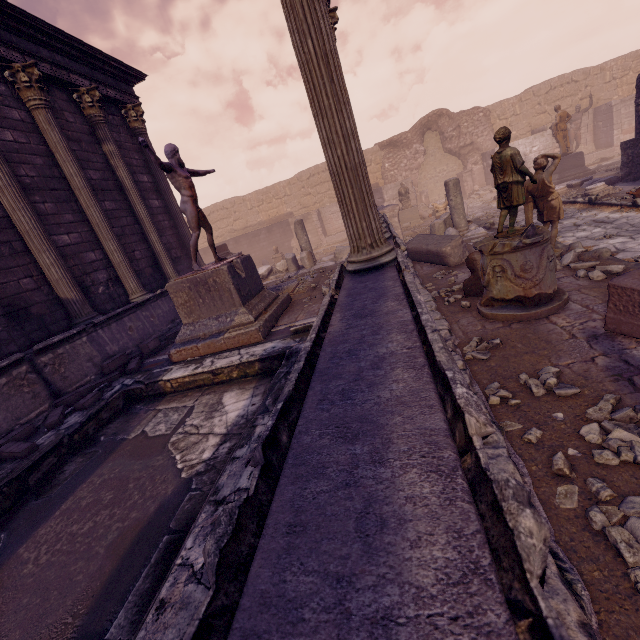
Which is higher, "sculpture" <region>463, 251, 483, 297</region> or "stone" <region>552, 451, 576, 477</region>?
"sculpture" <region>463, 251, 483, 297</region>

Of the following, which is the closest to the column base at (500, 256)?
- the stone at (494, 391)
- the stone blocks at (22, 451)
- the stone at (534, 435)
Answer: the stone at (494, 391)

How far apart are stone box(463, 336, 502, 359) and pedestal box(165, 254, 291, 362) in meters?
3.2 m

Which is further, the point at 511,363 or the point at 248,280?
the point at 248,280

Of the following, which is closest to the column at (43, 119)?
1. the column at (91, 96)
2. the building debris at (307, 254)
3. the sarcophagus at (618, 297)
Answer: the column at (91, 96)

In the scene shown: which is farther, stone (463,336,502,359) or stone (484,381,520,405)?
stone (463,336,502,359)

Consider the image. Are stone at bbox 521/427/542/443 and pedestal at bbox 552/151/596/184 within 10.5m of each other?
no

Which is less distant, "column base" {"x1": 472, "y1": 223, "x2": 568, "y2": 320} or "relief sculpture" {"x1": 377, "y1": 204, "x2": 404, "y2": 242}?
"column base" {"x1": 472, "y1": 223, "x2": 568, "y2": 320}
